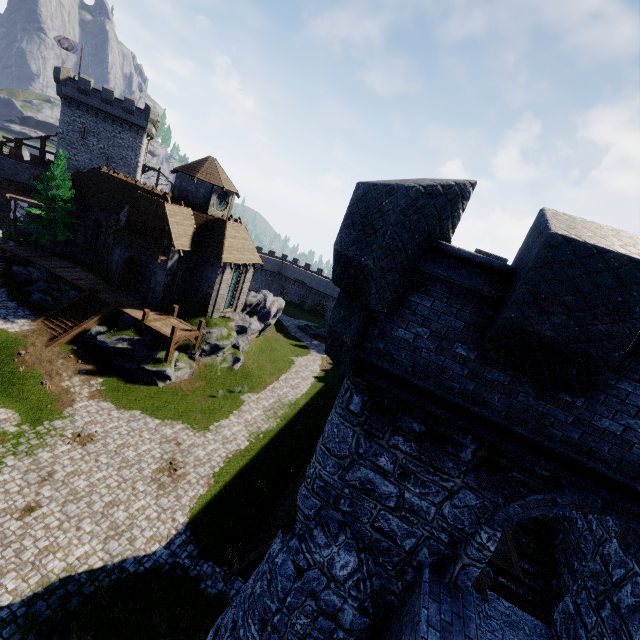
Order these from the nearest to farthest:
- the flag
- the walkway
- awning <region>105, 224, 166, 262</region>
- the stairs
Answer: the stairs, the walkway, awning <region>105, 224, 166, 262</region>, the flag

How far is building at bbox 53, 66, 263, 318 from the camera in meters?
27.5

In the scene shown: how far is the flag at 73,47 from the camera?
40.5m

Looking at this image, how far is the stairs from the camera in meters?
23.6 m

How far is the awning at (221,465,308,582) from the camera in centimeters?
1021cm

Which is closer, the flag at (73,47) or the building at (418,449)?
the building at (418,449)

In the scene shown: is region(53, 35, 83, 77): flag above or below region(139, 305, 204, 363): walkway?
above

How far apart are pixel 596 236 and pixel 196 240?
29.8m
